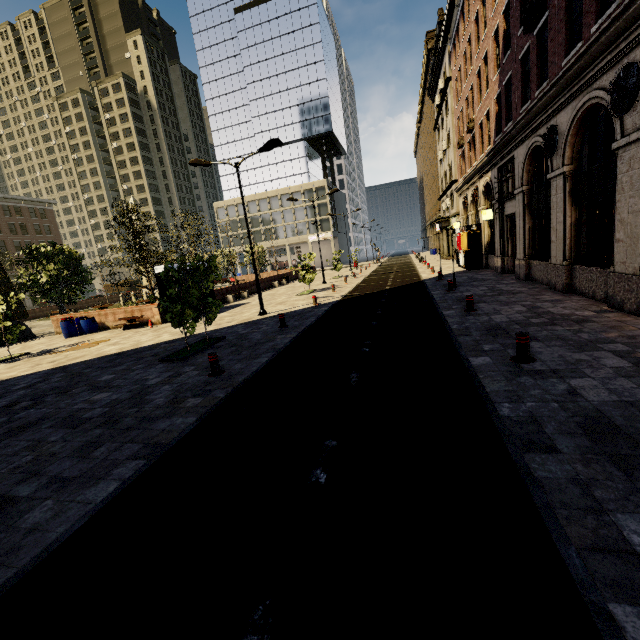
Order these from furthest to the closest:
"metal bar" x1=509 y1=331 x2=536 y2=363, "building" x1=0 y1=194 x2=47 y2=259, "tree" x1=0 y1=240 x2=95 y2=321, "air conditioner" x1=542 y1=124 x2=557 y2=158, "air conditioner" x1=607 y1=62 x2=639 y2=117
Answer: "building" x1=0 y1=194 x2=47 y2=259, "tree" x1=0 y1=240 x2=95 y2=321, "air conditioner" x1=542 y1=124 x2=557 y2=158, "air conditioner" x1=607 y1=62 x2=639 y2=117, "metal bar" x1=509 y1=331 x2=536 y2=363

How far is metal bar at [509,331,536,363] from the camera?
6.2 meters

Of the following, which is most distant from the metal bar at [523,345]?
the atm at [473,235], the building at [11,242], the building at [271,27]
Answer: the building at [11,242]

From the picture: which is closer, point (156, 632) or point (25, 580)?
point (156, 632)

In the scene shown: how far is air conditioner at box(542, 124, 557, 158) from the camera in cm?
1085

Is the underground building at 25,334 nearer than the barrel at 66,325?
No

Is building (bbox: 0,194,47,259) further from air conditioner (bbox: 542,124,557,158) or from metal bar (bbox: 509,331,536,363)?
air conditioner (bbox: 542,124,557,158)

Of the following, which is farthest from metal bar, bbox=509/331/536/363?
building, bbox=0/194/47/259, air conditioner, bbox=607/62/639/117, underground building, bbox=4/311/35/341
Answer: building, bbox=0/194/47/259
